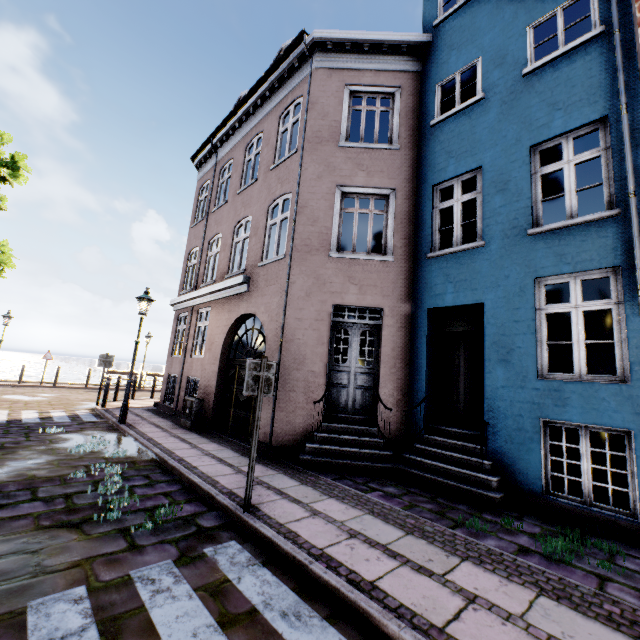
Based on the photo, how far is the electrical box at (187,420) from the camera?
9.4m

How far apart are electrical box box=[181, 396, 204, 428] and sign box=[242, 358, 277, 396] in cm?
595

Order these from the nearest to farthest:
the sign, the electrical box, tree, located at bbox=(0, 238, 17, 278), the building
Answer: the sign
the building
the electrical box
tree, located at bbox=(0, 238, 17, 278)

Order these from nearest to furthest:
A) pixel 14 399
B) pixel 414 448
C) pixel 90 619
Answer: pixel 90 619, pixel 414 448, pixel 14 399

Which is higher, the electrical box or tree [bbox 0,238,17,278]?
tree [bbox 0,238,17,278]

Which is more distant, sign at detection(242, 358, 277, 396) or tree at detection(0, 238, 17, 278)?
tree at detection(0, 238, 17, 278)

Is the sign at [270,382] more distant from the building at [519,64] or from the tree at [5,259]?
the tree at [5,259]

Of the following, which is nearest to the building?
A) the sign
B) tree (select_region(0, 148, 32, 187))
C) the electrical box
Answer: the electrical box
